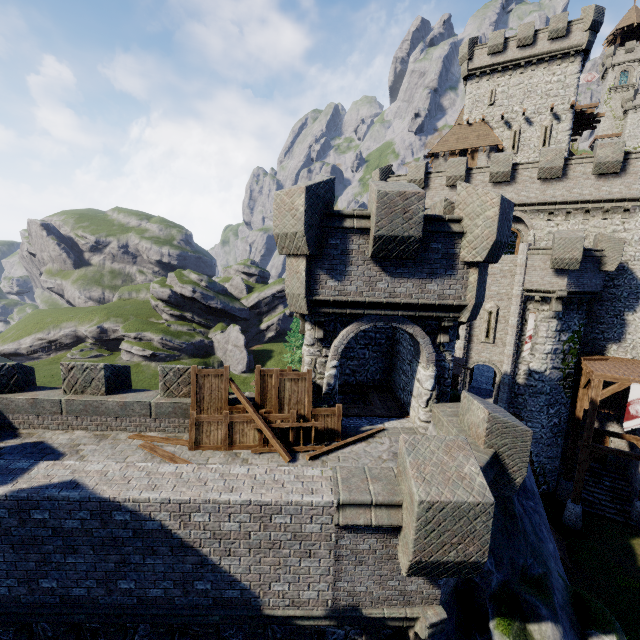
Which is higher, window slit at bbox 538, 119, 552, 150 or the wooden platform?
the wooden platform

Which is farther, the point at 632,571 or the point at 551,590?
the point at 632,571

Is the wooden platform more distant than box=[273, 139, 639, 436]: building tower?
Yes

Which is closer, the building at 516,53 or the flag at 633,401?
the flag at 633,401

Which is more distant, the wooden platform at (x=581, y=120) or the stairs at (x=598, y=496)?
the wooden platform at (x=581, y=120)

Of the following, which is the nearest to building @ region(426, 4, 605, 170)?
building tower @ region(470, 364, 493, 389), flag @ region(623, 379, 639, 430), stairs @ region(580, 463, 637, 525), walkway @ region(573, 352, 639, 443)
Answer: building tower @ region(470, 364, 493, 389)

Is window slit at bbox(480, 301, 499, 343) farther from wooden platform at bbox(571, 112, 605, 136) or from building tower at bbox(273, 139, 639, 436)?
wooden platform at bbox(571, 112, 605, 136)

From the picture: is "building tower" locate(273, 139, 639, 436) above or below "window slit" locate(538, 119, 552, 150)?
below
